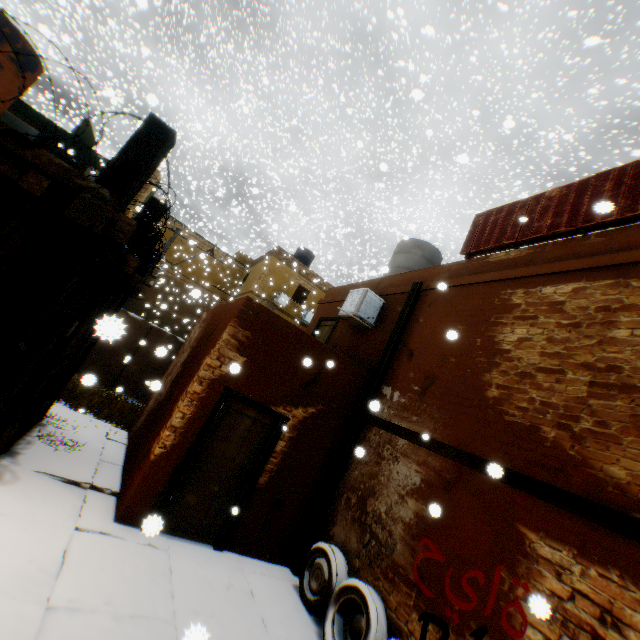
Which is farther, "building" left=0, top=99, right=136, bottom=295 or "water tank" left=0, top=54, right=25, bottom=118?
"water tank" left=0, top=54, right=25, bottom=118

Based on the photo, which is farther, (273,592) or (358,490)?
(358,490)

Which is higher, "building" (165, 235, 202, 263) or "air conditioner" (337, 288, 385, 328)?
"building" (165, 235, 202, 263)

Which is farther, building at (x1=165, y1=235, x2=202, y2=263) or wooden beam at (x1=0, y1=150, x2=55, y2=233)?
building at (x1=165, y1=235, x2=202, y2=263)

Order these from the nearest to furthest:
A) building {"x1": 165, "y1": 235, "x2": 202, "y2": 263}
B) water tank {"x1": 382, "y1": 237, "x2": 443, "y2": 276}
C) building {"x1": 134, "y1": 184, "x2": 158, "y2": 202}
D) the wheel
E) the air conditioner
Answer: the wheel < the air conditioner < water tank {"x1": 382, "y1": 237, "x2": 443, "y2": 276} < building {"x1": 134, "y1": 184, "x2": 158, "y2": 202} < building {"x1": 165, "y1": 235, "x2": 202, "y2": 263}

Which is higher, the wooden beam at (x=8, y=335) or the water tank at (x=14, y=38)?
the water tank at (x=14, y=38)

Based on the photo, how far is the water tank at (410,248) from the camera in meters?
10.2 m

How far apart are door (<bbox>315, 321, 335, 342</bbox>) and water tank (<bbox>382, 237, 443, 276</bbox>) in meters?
1.9
